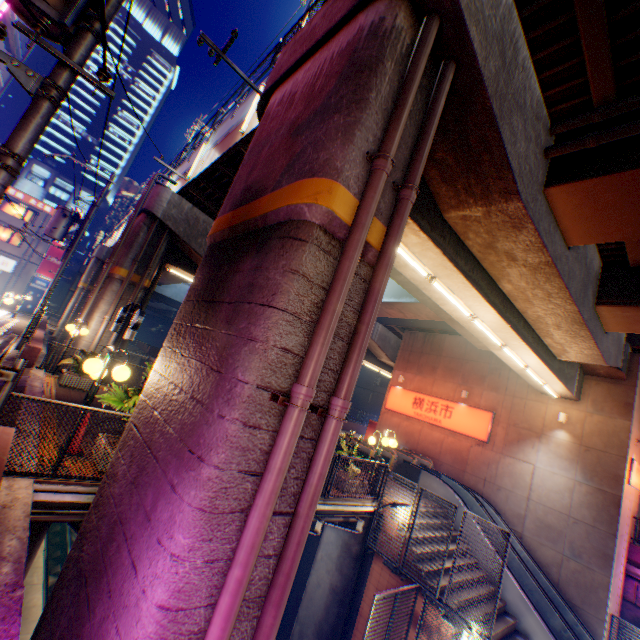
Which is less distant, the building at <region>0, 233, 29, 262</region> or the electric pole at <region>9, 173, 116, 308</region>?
the electric pole at <region>9, 173, 116, 308</region>

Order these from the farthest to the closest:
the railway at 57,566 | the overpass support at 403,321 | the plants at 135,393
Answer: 1. the railway at 57,566
2. the overpass support at 403,321
3. the plants at 135,393

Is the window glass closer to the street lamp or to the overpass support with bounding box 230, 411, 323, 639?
the overpass support with bounding box 230, 411, 323, 639

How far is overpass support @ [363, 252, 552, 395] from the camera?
8.62m

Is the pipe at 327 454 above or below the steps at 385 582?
above

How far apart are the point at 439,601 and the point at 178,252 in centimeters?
1715cm

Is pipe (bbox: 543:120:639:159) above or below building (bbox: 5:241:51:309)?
above

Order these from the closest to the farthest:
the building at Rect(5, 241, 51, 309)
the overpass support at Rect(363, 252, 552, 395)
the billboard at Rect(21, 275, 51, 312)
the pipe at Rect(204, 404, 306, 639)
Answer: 1. the pipe at Rect(204, 404, 306, 639)
2. the overpass support at Rect(363, 252, 552, 395)
3. the building at Rect(5, 241, 51, 309)
4. the billboard at Rect(21, 275, 51, 312)
